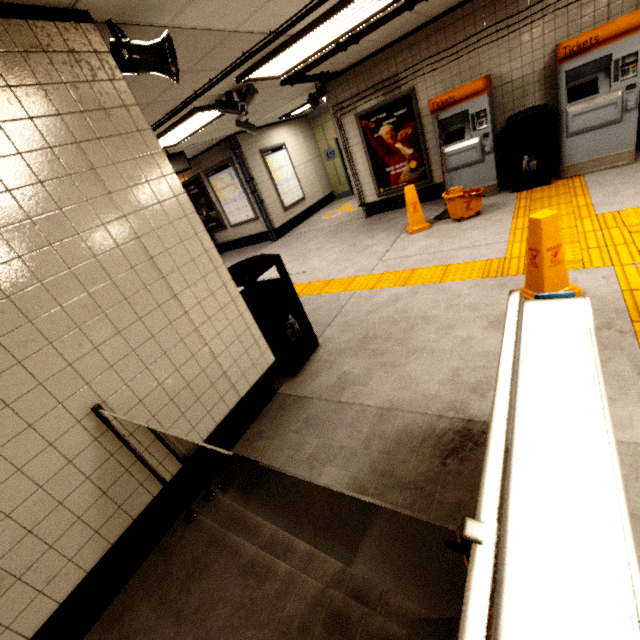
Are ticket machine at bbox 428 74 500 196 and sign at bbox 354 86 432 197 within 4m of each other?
yes

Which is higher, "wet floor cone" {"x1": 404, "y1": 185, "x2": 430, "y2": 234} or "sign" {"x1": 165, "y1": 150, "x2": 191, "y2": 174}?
"sign" {"x1": 165, "y1": 150, "x2": 191, "y2": 174}

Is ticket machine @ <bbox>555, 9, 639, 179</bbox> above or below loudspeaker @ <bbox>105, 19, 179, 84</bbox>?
below

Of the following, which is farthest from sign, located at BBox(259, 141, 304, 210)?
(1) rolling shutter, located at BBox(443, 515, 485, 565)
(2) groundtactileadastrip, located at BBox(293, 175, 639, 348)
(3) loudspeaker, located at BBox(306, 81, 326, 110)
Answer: (1) rolling shutter, located at BBox(443, 515, 485, 565)

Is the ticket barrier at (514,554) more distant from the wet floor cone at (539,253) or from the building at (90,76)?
the wet floor cone at (539,253)

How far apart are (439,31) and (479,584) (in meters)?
7.51

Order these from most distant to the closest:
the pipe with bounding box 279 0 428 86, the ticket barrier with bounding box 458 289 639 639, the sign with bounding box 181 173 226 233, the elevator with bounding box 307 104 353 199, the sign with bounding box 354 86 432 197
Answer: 1. the elevator with bounding box 307 104 353 199
2. the sign with bounding box 181 173 226 233
3. the sign with bounding box 354 86 432 197
4. the pipe with bounding box 279 0 428 86
5. the ticket barrier with bounding box 458 289 639 639

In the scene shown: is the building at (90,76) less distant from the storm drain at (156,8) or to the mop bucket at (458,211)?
the storm drain at (156,8)
